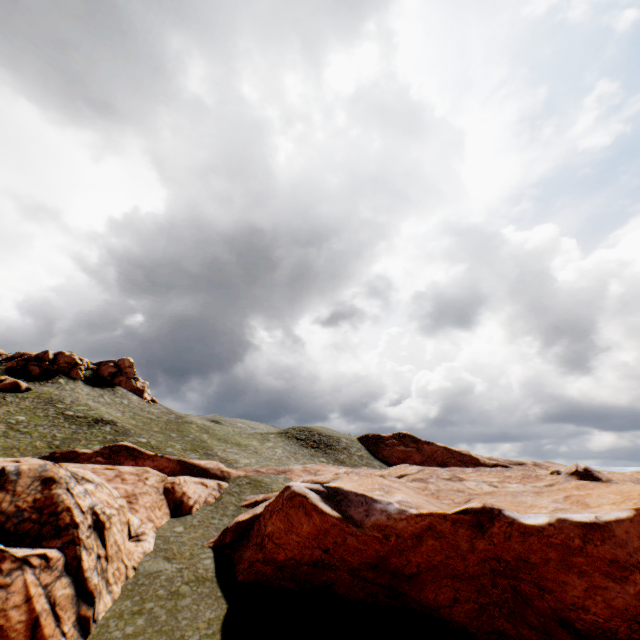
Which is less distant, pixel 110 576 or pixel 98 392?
pixel 110 576

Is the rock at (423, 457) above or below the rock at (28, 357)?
below

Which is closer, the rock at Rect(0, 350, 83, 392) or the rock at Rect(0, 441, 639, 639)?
the rock at Rect(0, 441, 639, 639)

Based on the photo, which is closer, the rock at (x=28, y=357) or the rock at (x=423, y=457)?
the rock at (x=423, y=457)

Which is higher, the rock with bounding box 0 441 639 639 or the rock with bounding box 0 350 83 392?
the rock with bounding box 0 350 83 392
